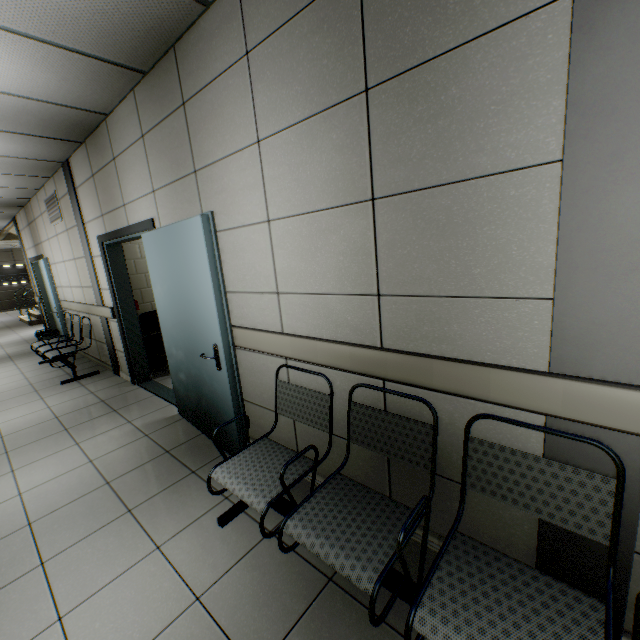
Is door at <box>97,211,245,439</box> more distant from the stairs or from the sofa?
the stairs

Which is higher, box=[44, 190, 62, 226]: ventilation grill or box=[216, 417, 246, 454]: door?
box=[44, 190, 62, 226]: ventilation grill

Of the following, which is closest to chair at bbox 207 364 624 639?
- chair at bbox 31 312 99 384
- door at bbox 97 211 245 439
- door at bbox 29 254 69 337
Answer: door at bbox 97 211 245 439

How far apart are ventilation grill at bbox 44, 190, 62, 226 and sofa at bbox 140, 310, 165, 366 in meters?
2.2 m

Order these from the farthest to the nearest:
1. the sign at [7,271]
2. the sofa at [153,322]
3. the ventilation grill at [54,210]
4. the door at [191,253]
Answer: the sign at [7,271]
the ventilation grill at [54,210]
the sofa at [153,322]
the door at [191,253]

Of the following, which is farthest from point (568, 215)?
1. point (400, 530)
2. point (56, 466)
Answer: point (56, 466)

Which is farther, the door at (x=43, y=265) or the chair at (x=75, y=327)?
the door at (x=43, y=265)

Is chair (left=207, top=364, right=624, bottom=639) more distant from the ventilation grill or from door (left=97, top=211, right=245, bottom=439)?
the ventilation grill
